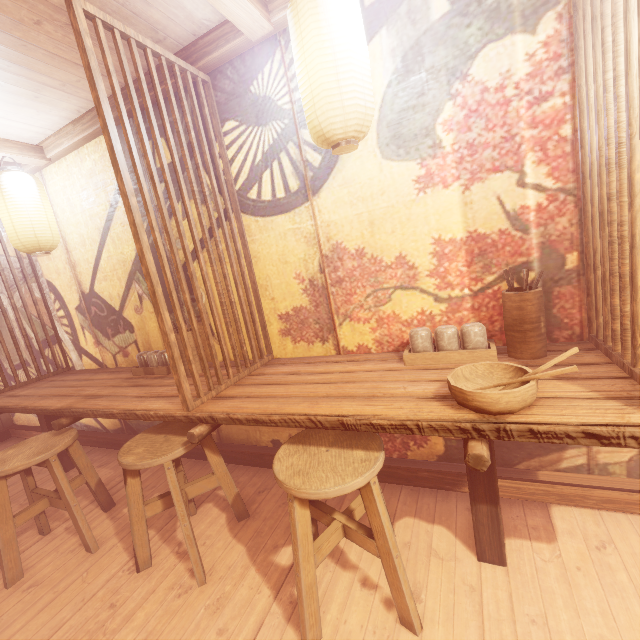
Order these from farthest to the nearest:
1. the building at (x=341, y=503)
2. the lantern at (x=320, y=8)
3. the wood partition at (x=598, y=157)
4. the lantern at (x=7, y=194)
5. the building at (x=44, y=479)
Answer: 1. the building at (x=44, y=479)
2. the lantern at (x=7, y=194)
3. the building at (x=341, y=503)
4. the lantern at (x=320, y=8)
5. the wood partition at (x=598, y=157)

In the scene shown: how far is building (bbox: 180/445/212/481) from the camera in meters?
4.9

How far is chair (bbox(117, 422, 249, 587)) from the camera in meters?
3.0 m

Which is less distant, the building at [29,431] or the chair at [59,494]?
the chair at [59,494]

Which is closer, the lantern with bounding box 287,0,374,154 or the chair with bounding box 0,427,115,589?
the lantern with bounding box 287,0,374,154

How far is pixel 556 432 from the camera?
1.8m

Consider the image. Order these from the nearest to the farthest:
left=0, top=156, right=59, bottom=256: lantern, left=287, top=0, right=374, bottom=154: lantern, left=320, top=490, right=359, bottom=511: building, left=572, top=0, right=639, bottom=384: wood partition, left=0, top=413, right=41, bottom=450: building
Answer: left=572, top=0, right=639, bottom=384: wood partition, left=287, top=0, right=374, bottom=154: lantern, left=320, top=490, right=359, bottom=511: building, left=0, top=156, right=59, bottom=256: lantern, left=0, top=413, right=41, bottom=450: building

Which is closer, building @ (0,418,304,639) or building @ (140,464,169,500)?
building @ (0,418,304,639)
